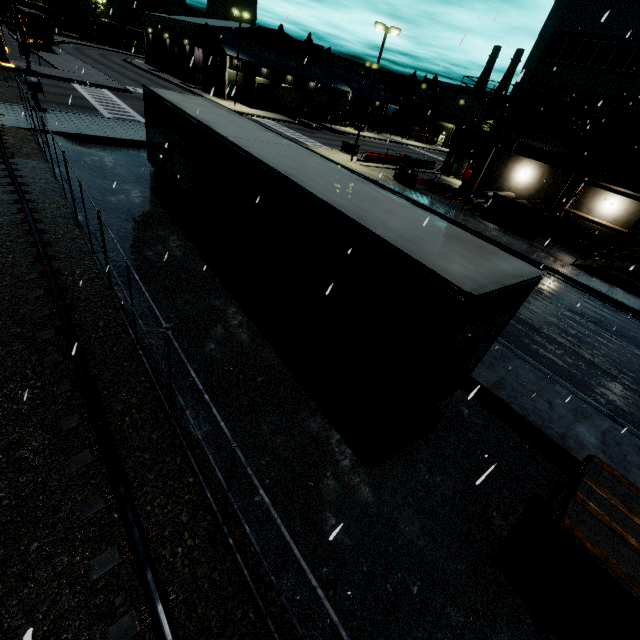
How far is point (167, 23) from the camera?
54.9m

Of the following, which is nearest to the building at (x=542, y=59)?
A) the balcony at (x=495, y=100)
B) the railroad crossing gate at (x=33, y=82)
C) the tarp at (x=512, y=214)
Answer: the balcony at (x=495, y=100)

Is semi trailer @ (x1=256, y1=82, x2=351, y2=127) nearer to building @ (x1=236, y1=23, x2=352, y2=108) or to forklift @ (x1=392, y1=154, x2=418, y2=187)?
building @ (x1=236, y1=23, x2=352, y2=108)

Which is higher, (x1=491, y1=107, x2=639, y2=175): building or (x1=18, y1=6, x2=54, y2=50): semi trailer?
(x1=491, y1=107, x2=639, y2=175): building

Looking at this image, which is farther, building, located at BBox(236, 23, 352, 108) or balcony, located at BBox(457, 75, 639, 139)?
building, located at BBox(236, 23, 352, 108)

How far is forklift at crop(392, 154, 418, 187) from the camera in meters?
27.8

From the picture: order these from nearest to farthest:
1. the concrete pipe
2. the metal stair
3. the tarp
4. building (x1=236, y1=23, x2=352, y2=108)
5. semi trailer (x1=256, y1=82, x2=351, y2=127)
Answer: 1. the metal stair
2. the tarp
3. the concrete pipe
4. semi trailer (x1=256, y1=82, x2=351, y2=127)
5. building (x1=236, y1=23, x2=352, y2=108)

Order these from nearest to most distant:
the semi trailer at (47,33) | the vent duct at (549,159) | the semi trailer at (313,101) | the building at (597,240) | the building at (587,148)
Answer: the vent duct at (549,159) → the building at (587,148) → the building at (597,240) → the semi trailer at (47,33) → the semi trailer at (313,101)
